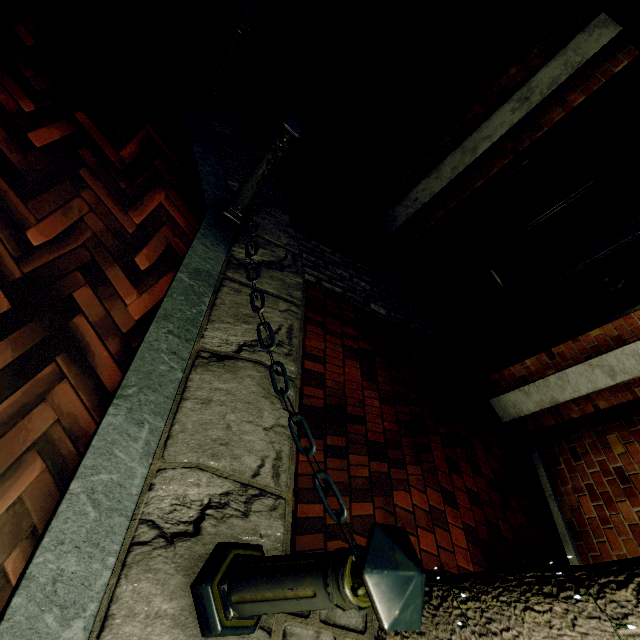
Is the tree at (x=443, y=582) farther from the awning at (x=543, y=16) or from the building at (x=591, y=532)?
the awning at (x=543, y=16)

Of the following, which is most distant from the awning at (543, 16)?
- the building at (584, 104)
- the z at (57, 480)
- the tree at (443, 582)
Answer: the z at (57, 480)

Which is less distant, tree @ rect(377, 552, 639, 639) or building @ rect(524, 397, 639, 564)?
tree @ rect(377, 552, 639, 639)

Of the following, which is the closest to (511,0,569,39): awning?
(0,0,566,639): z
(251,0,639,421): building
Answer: (251,0,639,421): building

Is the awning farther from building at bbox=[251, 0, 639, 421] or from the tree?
the tree

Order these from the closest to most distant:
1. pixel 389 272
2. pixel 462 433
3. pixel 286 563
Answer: pixel 286 563, pixel 462 433, pixel 389 272

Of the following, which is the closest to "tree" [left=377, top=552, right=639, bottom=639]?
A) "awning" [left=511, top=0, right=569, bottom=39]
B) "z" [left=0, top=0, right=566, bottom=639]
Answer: "z" [left=0, top=0, right=566, bottom=639]

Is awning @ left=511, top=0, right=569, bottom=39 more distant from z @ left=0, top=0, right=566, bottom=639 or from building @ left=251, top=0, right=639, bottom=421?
z @ left=0, top=0, right=566, bottom=639
